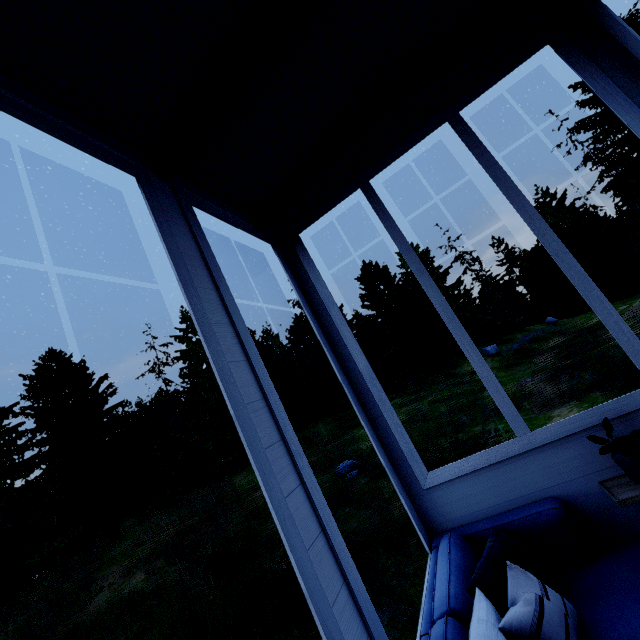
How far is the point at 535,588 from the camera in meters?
1.6
